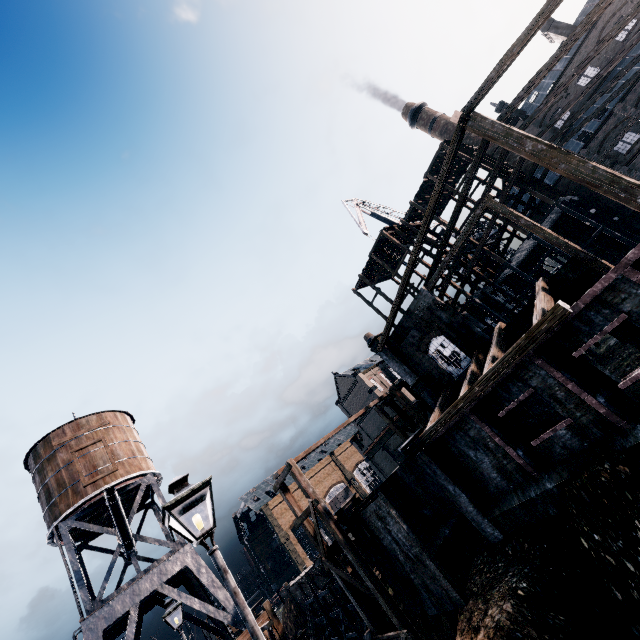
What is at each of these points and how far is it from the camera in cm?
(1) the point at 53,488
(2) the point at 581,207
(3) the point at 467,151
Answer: (1) water tower, 2370
(2) wooden scaffolding, 2942
(3) wooden scaffolding, 3200

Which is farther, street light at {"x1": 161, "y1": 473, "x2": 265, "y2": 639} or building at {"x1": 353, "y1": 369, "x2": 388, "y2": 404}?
building at {"x1": 353, "y1": 369, "x2": 388, "y2": 404}

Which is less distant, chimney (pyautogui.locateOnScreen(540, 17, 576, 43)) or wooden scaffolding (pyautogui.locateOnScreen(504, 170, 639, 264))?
wooden scaffolding (pyautogui.locateOnScreen(504, 170, 639, 264))

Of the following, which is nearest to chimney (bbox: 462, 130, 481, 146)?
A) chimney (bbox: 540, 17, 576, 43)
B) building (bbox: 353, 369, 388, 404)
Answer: chimney (bbox: 540, 17, 576, 43)

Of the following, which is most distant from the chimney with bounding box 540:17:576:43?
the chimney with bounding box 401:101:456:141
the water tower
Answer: the water tower

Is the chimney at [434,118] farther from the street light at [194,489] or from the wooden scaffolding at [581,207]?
the street light at [194,489]

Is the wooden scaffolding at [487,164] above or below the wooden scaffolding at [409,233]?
below

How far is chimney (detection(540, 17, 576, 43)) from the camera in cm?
4016
